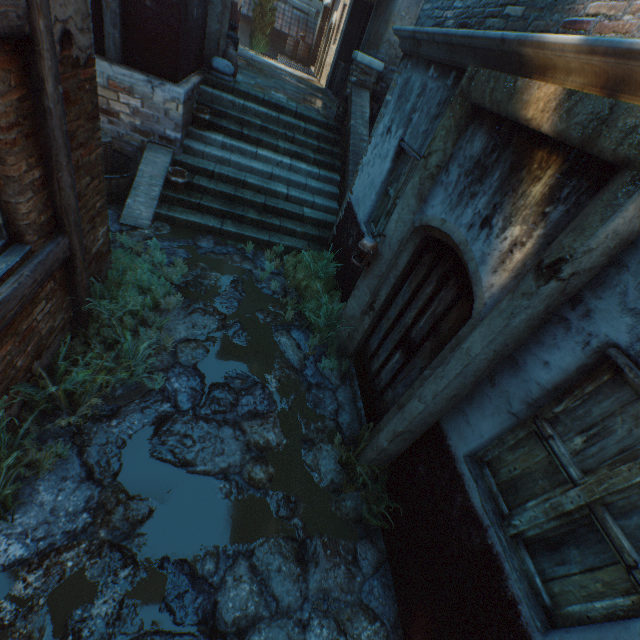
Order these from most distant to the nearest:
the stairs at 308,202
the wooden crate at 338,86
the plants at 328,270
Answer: the wooden crate at 338,86
the stairs at 308,202
the plants at 328,270

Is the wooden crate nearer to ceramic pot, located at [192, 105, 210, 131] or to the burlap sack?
the burlap sack

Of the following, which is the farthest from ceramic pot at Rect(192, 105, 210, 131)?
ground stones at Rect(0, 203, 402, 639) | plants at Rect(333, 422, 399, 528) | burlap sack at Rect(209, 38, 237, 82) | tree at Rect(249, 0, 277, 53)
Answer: tree at Rect(249, 0, 277, 53)

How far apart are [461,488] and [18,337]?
3.7 meters

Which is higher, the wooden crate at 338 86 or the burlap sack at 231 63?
the wooden crate at 338 86

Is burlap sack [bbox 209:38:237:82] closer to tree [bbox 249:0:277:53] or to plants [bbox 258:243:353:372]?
plants [bbox 258:243:353:372]

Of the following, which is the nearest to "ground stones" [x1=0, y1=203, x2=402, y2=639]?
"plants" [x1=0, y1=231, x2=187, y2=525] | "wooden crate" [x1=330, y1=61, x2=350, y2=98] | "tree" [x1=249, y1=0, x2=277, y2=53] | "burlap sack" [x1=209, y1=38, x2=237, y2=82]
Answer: "plants" [x1=0, y1=231, x2=187, y2=525]

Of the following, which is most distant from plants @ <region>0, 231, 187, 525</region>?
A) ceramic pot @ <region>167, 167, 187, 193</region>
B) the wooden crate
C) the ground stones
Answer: the wooden crate
